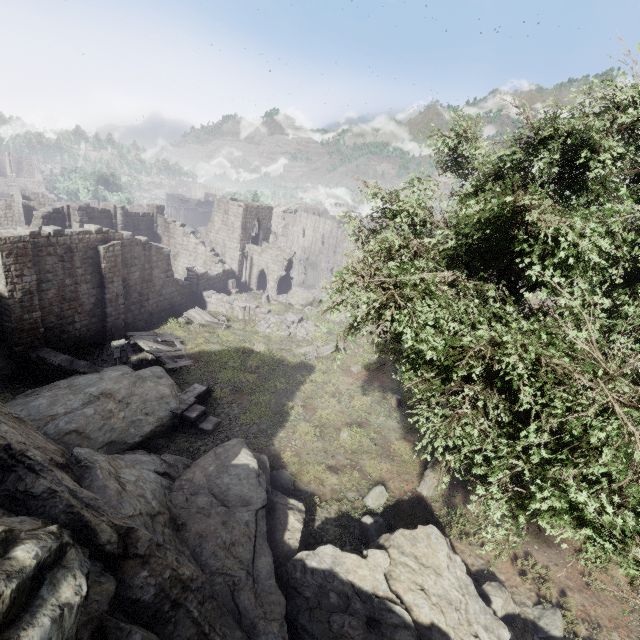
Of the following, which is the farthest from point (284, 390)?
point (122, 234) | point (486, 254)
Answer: point (122, 234)

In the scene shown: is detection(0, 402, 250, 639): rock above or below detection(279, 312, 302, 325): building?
above

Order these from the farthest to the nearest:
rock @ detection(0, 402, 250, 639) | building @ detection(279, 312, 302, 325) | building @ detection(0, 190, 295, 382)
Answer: building @ detection(279, 312, 302, 325) < building @ detection(0, 190, 295, 382) < rock @ detection(0, 402, 250, 639)

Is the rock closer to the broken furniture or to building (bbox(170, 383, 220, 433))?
building (bbox(170, 383, 220, 433))

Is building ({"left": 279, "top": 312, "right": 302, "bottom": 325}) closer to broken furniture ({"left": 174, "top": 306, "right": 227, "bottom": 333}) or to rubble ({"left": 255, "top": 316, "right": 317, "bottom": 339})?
rubble ({"left": 255, "top": 316, "right": 317, "bottom": 339})

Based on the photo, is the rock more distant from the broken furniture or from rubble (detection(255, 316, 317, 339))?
rubble (detection(255, 316, 317, 339))

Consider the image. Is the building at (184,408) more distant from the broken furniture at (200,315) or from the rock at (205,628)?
the broken furniture at (200,315)

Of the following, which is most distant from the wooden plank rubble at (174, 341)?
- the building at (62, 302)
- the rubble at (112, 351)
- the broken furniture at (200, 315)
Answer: the building at (62, 302)
